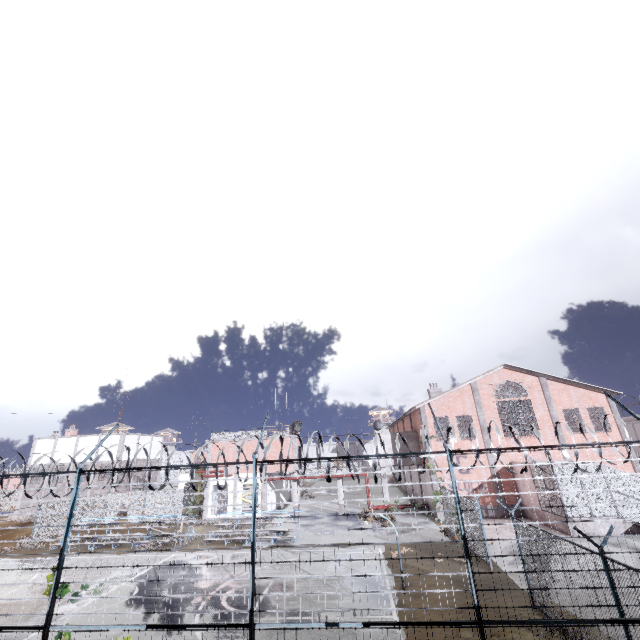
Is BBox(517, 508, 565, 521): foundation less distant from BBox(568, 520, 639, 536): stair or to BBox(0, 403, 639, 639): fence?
BBox(568, 520, 639, 536): stair

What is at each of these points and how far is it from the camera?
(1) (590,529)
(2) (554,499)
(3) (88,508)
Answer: (1) stair, 19.7m
(2) metal cage, 21.1m
(3) fence, 30.8m

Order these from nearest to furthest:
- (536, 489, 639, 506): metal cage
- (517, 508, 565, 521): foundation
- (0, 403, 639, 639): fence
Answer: (0, 403, 639, 639): fence < (536, 489, 639, 506): metal cage < (517, 508, 565, 521): foundation

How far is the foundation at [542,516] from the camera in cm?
2106

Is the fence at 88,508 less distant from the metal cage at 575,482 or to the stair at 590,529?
the metal cage at 575,482

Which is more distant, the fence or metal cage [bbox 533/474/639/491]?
metal cage [bbox 533/474/639/491]

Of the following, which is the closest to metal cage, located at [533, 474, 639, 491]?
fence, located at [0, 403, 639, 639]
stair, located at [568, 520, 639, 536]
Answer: stair, located at [568, 520, 639, 536]
